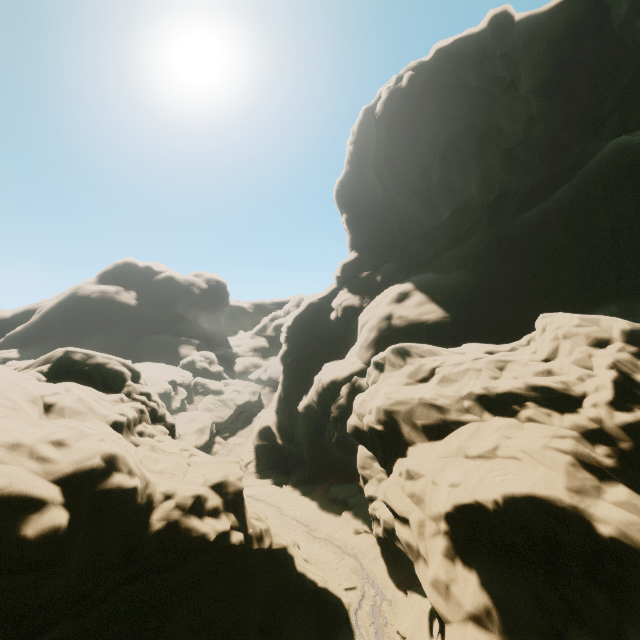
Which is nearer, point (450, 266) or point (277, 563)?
point (277, 563)
